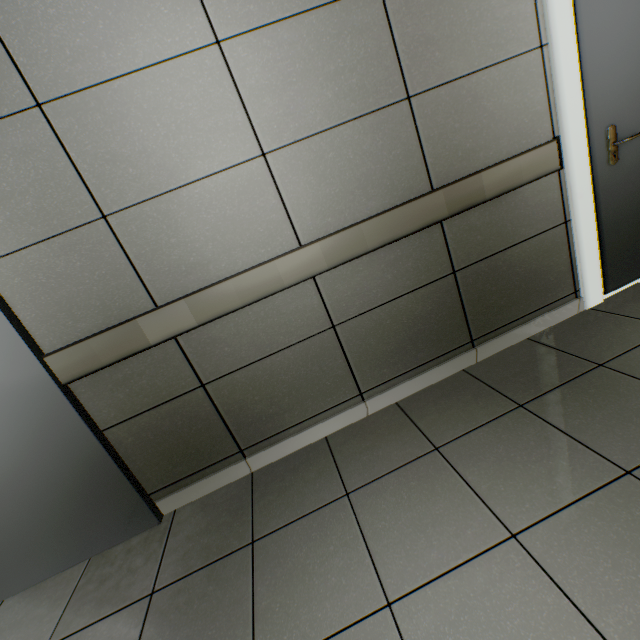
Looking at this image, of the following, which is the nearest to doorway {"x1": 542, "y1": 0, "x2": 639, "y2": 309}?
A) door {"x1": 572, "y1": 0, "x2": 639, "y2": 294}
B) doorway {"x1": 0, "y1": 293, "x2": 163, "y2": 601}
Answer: door {"x1": 572, "y1": 0, "x2": 639, "y2": 294}

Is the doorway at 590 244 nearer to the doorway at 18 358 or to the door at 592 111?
the door at 592 111

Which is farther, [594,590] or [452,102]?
[452,102]

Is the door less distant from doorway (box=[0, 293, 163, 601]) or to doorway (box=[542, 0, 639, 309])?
doorway (box=[542, 0, 639, 309])
